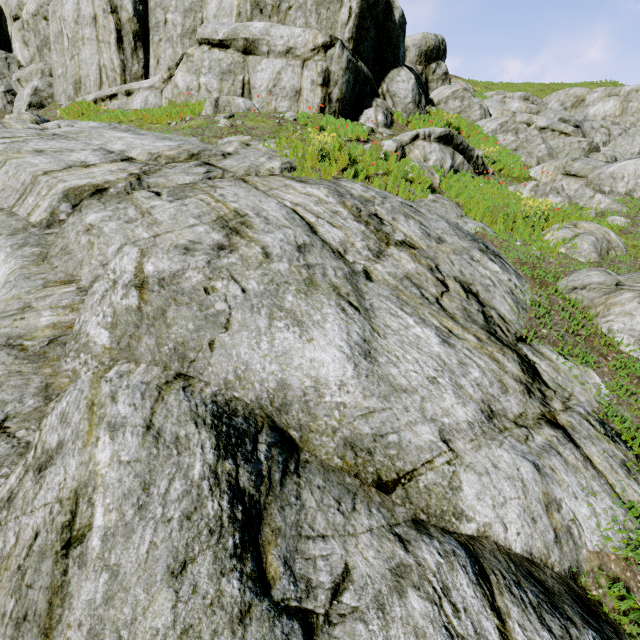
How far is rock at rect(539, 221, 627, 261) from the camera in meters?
6.8 m

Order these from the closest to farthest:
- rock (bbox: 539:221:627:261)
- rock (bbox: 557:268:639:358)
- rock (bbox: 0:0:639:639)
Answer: rock (bbox: 0:0:639:639) < rock (bbox: 557:268:639:358) < rock (bbox: 539:221:627:261)

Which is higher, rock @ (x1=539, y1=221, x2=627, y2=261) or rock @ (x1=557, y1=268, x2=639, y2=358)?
rock @ (x1=539, y1=221, x2=627, y2=261)

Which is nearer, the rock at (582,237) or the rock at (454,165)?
the rock at (582,237)

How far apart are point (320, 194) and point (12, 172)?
5.2m

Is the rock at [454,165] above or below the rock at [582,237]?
above
